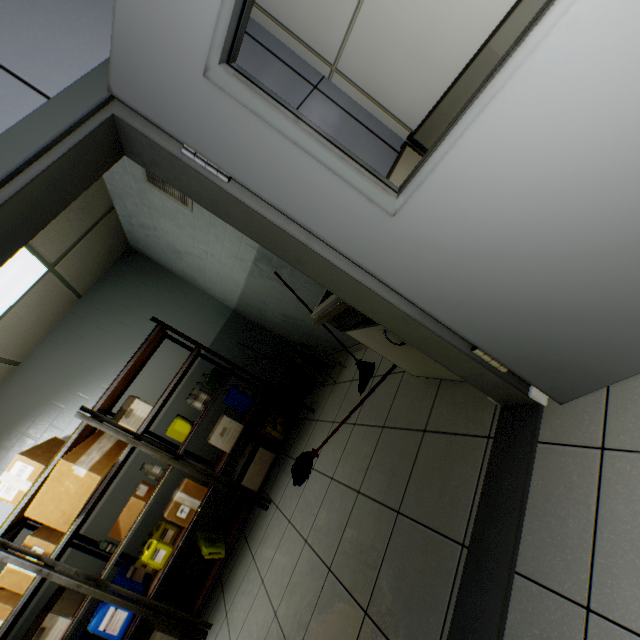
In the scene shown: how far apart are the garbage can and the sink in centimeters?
254cm

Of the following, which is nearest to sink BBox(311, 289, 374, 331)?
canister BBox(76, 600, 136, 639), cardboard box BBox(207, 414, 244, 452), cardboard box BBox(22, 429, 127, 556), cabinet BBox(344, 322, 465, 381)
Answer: cabinet BBox(344, 322, 465, 381)

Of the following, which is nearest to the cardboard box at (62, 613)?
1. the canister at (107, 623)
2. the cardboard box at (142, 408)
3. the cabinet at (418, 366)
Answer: the canister at (107, 623)

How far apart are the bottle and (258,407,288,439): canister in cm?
143

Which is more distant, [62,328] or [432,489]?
[62,328]

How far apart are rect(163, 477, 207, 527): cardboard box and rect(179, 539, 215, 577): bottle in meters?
0.4

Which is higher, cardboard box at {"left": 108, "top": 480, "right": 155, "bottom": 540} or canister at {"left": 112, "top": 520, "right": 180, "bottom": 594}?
cardboard box at {"left": 108, "top": 480, "right": 155, "bottom": 540}

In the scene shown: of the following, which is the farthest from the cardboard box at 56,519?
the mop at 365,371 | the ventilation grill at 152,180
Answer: the ventilation grill at 152,180
